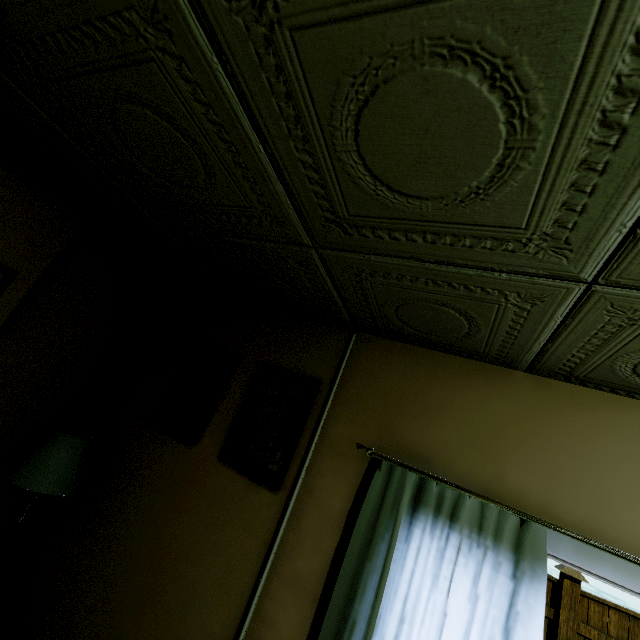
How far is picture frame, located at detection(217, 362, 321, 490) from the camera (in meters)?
1.97

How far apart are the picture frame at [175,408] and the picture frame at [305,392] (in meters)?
0.18

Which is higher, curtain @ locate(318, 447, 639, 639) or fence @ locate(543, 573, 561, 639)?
curtain @ locate(318, 447, 639, 639)

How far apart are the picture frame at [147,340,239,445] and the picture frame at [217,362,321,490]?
0.2m

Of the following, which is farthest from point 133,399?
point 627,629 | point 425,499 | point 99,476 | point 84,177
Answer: point 627,629

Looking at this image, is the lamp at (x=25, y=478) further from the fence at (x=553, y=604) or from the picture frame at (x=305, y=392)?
the fence at (x=553, y=604)

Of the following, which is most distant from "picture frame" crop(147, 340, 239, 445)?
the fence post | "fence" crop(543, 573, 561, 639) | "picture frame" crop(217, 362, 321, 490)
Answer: the fence post

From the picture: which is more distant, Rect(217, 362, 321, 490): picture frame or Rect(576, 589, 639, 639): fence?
Rect(576, 589, 639, 639): fence
